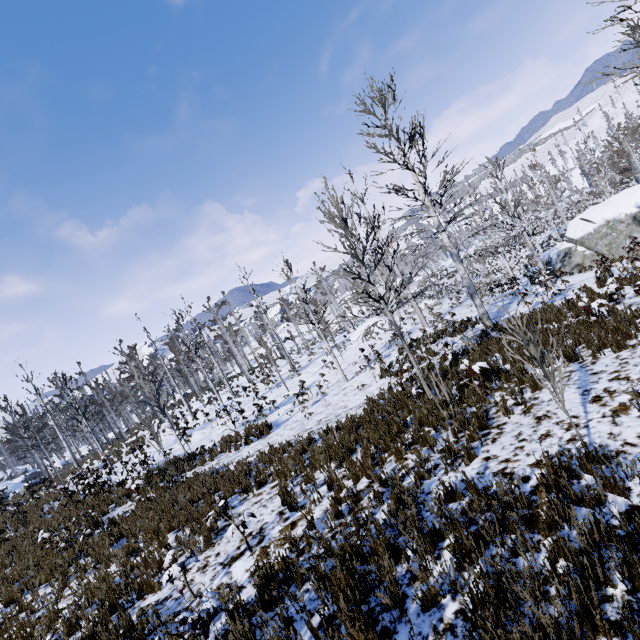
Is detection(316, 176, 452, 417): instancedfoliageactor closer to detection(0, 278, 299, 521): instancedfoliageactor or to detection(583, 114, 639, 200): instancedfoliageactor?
detection(0, 278, 299, 521): instancedfoliageactor

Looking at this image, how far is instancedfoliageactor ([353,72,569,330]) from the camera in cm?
1250

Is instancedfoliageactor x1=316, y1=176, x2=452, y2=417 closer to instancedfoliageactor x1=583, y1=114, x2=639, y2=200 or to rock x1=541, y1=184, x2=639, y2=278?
rock x1=541, y1=184, x2=639, y2=278

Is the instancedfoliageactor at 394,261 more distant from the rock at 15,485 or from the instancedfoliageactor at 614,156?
the rock at 15,485

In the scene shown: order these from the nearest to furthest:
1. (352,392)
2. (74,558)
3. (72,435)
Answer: (74,558) < (352,392) < (72,435)

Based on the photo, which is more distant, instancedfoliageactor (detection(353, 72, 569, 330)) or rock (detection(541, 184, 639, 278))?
rock (detection(541, 184, 639, 278))

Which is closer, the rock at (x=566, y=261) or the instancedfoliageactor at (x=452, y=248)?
the instancedfoliageactor at (x=452, y=248)

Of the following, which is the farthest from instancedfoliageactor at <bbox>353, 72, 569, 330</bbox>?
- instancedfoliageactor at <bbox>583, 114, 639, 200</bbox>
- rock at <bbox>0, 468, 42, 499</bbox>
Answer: rock at <bbox>0, 468, 42, 499</bbox>
